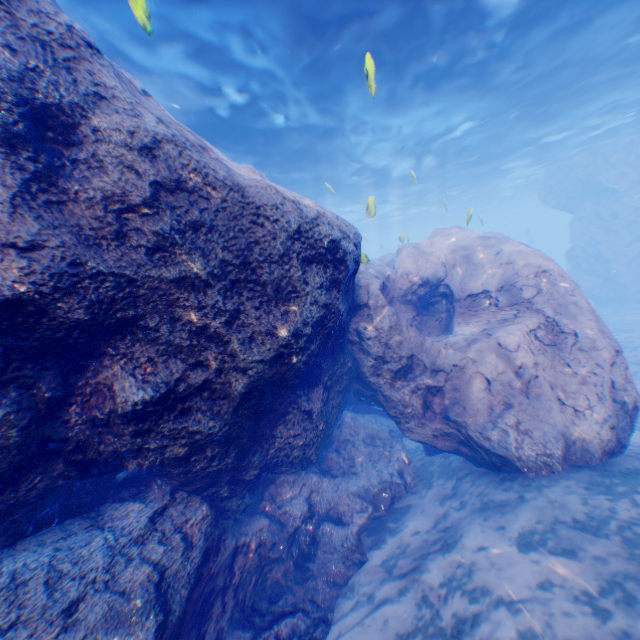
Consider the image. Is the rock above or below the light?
below

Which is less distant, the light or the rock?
the rock

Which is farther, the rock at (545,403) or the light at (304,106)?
the light at (304,106)

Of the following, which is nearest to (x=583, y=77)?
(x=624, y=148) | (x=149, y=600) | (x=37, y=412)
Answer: (x=624, y=148)

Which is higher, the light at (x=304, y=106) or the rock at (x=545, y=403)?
the light at (x=304, y=106)
